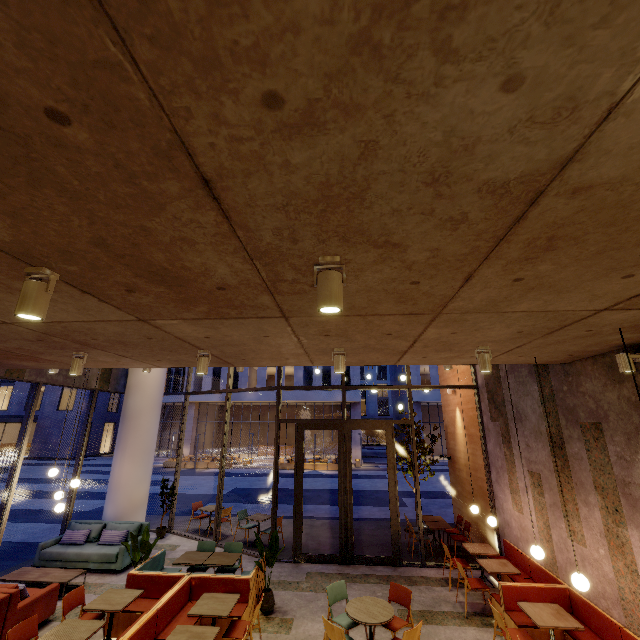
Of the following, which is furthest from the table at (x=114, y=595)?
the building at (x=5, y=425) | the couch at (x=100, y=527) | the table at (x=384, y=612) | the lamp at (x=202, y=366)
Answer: the building at (x=5, y=425)

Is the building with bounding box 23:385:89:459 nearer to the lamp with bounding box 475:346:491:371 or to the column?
the column

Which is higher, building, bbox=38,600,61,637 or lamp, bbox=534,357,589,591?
lamp, bbox=534,357,589,591

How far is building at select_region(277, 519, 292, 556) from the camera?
9.1 meters

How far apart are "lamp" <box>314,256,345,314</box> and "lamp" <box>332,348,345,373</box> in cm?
253

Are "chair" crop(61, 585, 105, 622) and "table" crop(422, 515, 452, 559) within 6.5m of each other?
no

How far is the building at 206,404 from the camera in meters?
34.1 m

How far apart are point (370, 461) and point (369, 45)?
36.6 meters
